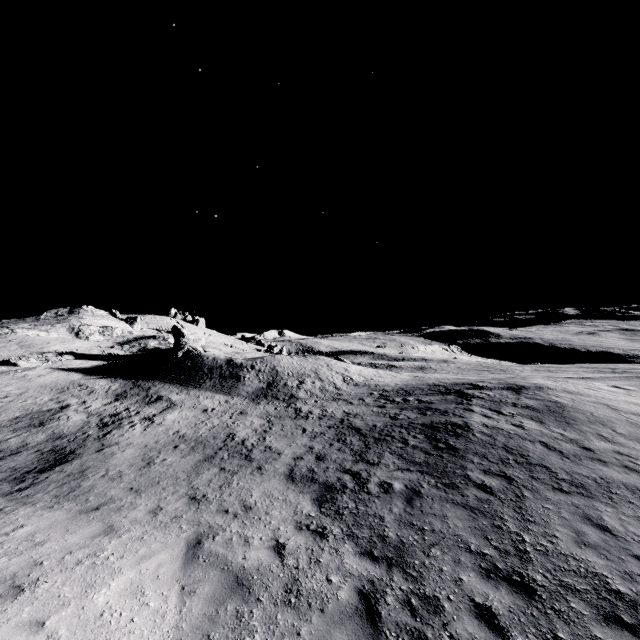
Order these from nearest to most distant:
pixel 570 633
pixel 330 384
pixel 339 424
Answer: pixel 570 633 → pixel 339 424 → pixel 330 384
